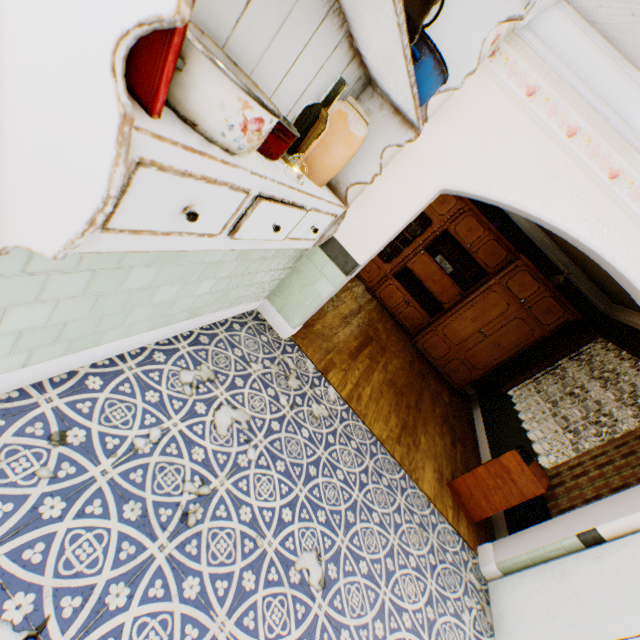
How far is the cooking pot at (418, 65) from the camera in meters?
1.1 m

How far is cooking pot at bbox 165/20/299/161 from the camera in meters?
0.6 m

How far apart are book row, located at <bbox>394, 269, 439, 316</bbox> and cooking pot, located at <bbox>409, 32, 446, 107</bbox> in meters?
5.7

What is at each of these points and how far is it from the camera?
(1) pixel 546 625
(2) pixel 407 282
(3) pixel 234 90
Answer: (1) refrigerator, 2.5 meters
(2) book row, 6.9 meters
(3) cooking pot, 0.6 meters

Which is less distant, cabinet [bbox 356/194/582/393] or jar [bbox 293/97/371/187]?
jar [bbox 293/97/371/187]

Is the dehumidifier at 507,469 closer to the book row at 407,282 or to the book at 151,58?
the book row at 407,282

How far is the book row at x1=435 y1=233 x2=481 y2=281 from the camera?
6.3m

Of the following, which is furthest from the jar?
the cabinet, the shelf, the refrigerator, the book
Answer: the cabinet
